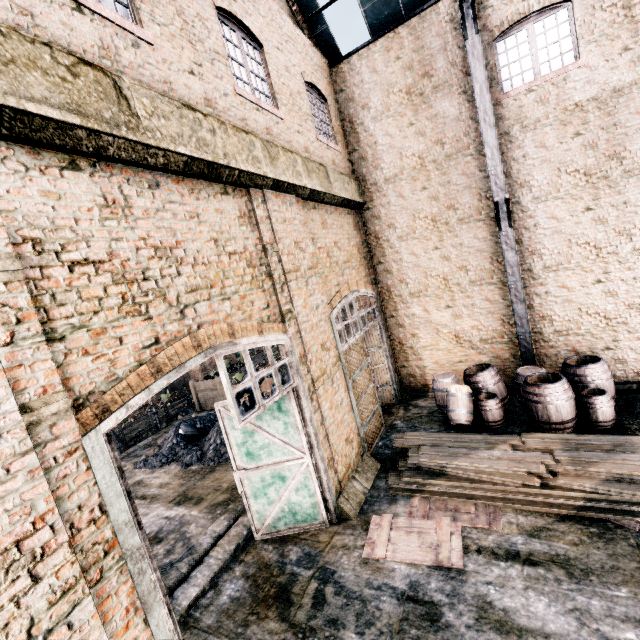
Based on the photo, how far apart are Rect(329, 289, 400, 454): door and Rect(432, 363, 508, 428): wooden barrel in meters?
1.7 m

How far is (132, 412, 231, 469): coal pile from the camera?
13.2 meters

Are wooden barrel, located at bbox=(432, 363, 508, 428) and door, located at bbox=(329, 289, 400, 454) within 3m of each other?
yes

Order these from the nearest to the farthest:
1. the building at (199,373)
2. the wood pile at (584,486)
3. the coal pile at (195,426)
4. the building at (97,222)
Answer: the building at (97,222) → the wood pile at (584,486) → the coal pile at (195,426) → the building at (199,373)

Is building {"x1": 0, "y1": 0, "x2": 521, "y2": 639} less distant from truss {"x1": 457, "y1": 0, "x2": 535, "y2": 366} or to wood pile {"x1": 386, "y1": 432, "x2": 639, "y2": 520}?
wood pile {"x1": 386, "y1": 432, "x2": 639, "y2": 520}

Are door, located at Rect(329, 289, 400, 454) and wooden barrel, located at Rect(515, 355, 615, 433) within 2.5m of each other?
no

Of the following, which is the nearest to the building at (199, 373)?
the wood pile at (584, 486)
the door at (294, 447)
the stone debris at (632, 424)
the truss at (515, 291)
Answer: the door at (294, 447)

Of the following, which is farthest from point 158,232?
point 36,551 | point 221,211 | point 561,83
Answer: point 561,83
